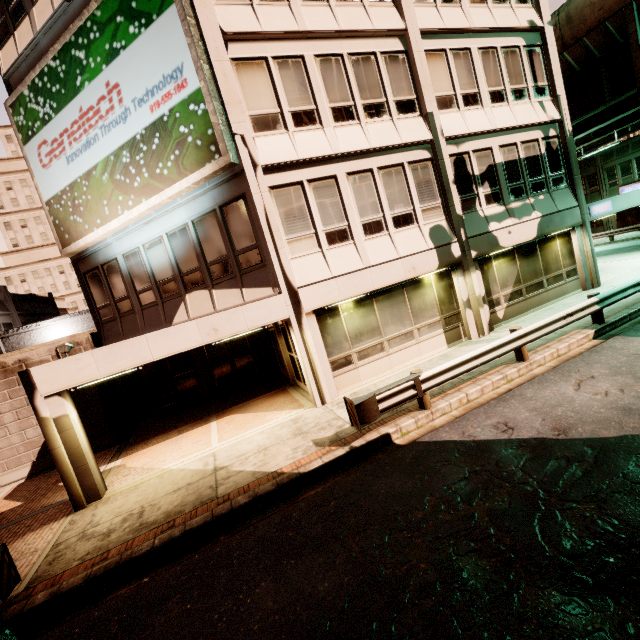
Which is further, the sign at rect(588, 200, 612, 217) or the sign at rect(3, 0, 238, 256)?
the sign at rect(588, 200, 612, 217)

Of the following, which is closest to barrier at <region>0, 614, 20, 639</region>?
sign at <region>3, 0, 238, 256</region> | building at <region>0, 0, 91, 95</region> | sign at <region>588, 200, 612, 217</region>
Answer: building at <region>0, 0, 91, 95</region>

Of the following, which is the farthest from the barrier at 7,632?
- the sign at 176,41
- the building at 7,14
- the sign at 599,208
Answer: the sign at 599,208

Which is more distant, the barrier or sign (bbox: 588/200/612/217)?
sign (bbox: 588/200/612/217)

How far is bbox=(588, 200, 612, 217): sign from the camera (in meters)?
14.38

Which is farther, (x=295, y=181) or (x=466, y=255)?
(x=466, y=255)

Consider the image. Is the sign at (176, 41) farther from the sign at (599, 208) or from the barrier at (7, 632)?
the sign at (599, 208)

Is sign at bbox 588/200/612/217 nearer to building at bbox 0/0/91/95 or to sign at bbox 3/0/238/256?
building at bbox 0/0/91/95
